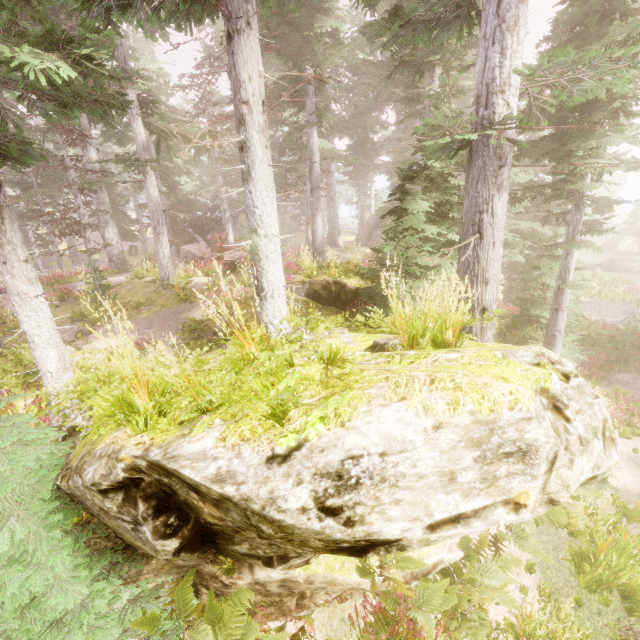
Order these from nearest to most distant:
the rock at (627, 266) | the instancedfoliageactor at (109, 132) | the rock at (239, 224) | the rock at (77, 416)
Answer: the instancedfoliageactor at (109, 132) → the rock at (77, 416) → the rock at (627, 266) → the rock at (239, 224)

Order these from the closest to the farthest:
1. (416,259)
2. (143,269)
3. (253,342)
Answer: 1. (253,342)
2. (416,259)
3. (143,269)

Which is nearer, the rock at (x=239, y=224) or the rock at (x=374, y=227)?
the rock at (x=374, y=227)

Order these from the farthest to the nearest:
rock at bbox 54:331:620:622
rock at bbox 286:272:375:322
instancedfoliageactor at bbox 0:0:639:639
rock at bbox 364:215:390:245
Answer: rock at bbox 364:215:390:245 → rock at bbox 286:272:375:322 → instancedfoliageactor at bbox 0:0:639:639 → rock at bbox 54:331:620:622

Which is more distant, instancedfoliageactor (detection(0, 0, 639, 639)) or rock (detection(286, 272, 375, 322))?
rock (detection(286, 272, 375, 322))

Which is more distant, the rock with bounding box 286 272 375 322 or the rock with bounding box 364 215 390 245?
the rock with bounding box 364 215 390 245

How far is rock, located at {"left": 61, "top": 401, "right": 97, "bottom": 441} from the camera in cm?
435

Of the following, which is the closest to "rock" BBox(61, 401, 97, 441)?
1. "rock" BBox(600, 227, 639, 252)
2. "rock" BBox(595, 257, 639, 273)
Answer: "rock" BBox(595, 257, 639, 273)
